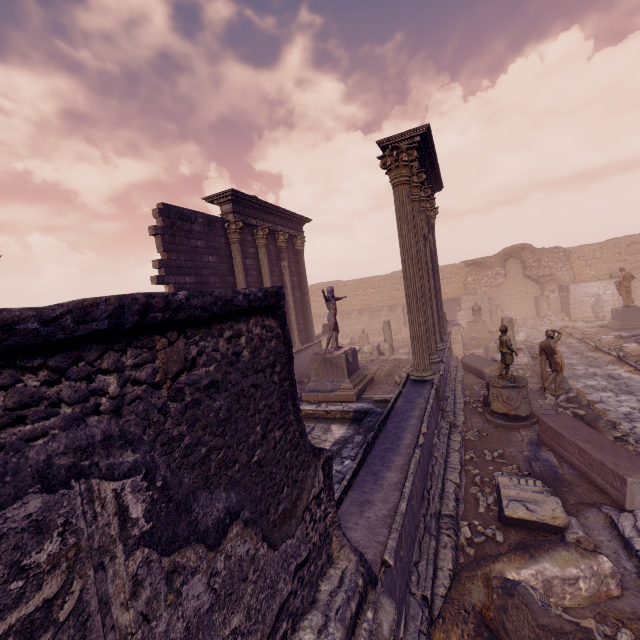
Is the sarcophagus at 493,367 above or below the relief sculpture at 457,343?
below

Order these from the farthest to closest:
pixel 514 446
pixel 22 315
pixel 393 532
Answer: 1. pixel 514 446
2. pixel 393 532
3. pixel 22 315

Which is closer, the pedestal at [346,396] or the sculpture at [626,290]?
the pedestal at [346,396]

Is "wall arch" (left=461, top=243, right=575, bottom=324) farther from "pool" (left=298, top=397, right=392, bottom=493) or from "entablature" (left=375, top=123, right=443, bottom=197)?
"pool" (left=298, top=397, right=392, bottom=493)

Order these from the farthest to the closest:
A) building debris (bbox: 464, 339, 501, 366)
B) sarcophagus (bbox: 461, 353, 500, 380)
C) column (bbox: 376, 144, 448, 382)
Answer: building debris (bbox: 464, 339, 501, 366) → sarcophagus (bbox: 461, 353, 500, 380) → column (bbox: 376, 144, 448, 382)

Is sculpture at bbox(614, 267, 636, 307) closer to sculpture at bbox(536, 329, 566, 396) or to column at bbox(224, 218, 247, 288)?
sculpture at bbox(536, 329, 566, 396)

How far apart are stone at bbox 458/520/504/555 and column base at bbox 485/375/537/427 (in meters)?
3.56

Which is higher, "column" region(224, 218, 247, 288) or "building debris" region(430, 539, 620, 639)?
"column" region(224, 218, 247, 288)
